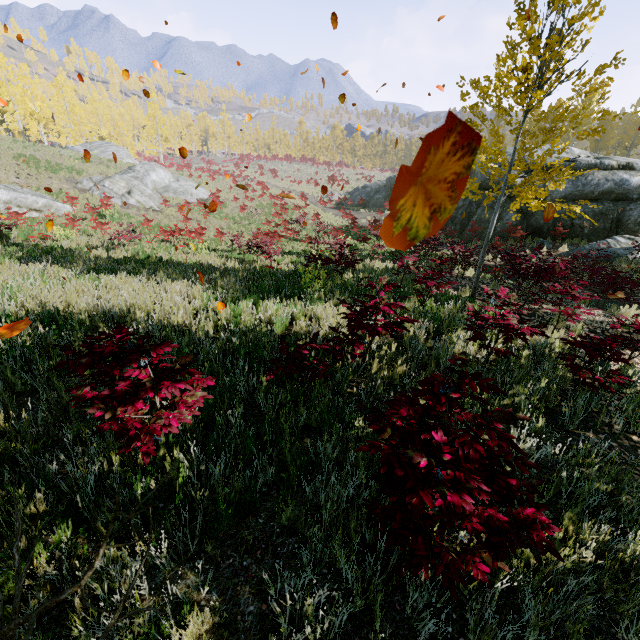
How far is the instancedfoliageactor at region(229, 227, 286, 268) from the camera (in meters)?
11.64

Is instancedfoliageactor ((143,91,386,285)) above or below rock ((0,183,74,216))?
above

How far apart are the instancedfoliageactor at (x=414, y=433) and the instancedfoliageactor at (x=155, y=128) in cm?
458

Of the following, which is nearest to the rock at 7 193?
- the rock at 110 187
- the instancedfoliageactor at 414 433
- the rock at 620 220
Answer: the rock at 110 187

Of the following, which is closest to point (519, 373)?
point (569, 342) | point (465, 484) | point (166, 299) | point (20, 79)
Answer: point (569, 342)

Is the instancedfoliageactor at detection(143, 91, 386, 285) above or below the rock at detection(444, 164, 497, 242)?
above

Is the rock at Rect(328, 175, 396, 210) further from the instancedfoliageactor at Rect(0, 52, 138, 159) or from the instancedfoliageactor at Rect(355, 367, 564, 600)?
the instancedfoliageactor at Rect(355, 367, 564, 600)

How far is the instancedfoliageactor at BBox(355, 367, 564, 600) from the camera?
1.69m
